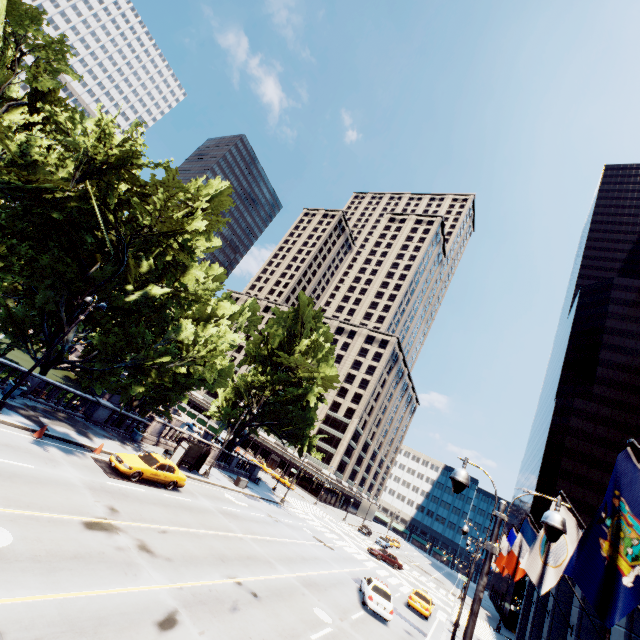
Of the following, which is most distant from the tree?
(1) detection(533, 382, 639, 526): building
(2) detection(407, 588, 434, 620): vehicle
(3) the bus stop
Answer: (1) detection(533, 382, 639, 526): building

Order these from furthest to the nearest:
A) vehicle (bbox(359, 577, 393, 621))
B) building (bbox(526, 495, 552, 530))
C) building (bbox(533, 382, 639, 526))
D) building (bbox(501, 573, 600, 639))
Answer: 1. building (bbox(526, 495, 552, 530))
2. building (bbox(533, 382, 639, 526))
3. vehicle (bbox(359, 577, 393, 621))
4. building (bbox(501, 573, 600, 639))

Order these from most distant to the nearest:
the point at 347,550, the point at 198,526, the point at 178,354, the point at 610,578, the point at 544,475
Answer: the point at 544,475
the point at 347,550
the point at 178,354
the point at 198,526
the point at 610,578

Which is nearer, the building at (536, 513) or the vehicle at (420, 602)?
the vehicle at (420, 602)

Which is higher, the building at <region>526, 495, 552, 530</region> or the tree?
the building at <region>526, 495, 552, 530</region>

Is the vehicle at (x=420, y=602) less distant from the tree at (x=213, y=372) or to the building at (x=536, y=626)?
the building at (x=536, y=626)

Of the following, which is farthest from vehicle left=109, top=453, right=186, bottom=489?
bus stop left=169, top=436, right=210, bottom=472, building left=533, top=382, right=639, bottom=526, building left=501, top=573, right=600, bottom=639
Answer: building left=533, top=382, right=639, bottom=526

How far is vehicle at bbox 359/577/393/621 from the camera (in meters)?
19.94
